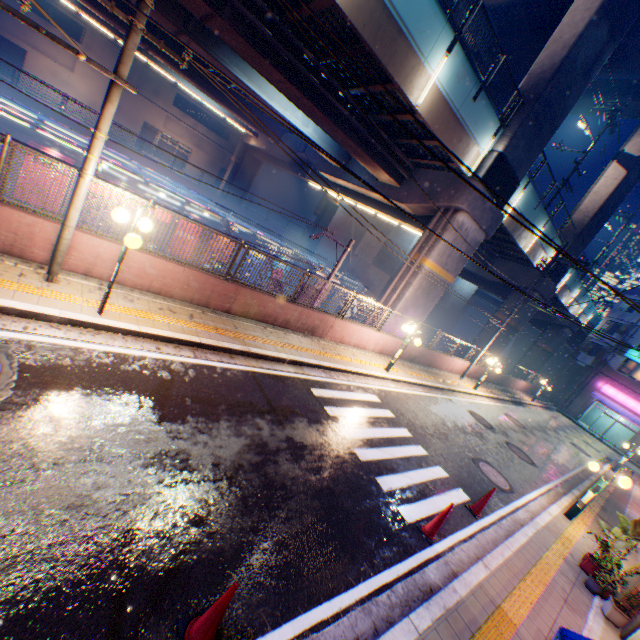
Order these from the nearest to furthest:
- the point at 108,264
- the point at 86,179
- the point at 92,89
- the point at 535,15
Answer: the point at 86,179 → the point at 108,264 → the point at 535,15 → the point at 92,89

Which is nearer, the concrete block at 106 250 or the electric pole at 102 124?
the electric pole at 102 124

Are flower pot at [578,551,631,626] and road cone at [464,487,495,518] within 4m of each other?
yes

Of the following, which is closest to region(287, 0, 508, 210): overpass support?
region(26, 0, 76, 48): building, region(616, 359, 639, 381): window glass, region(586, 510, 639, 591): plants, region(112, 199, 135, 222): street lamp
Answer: region(616, 359, 639, 381): window glass

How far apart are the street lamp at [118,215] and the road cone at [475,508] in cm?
952

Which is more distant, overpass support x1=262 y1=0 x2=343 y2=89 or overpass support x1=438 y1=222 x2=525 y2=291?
overpass support x1=438 y1=222 x2=525 y2=291

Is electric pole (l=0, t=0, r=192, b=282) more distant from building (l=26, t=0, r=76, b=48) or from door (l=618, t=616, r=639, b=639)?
building (l=26, t=0, r=76, b=48)

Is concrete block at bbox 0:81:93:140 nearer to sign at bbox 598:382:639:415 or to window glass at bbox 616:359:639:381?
sign at bbox 598:382:639:415
